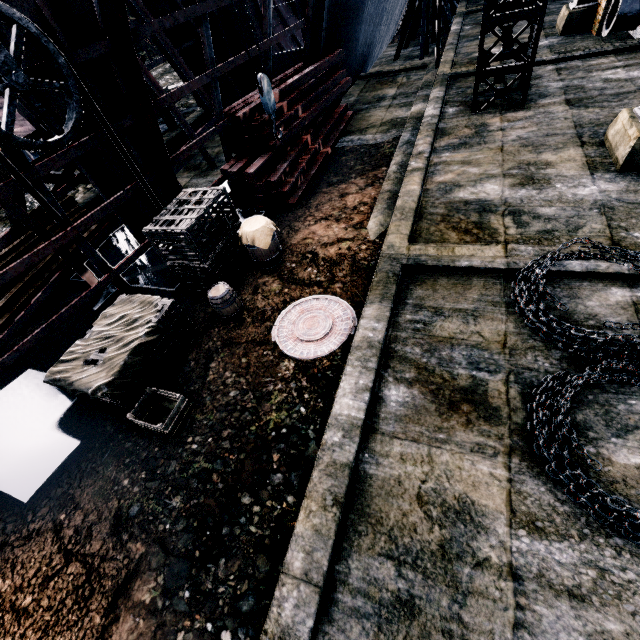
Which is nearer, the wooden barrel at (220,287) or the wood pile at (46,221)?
the wooden barrel at (220,287)

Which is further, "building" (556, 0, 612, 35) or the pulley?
"building" (556, 0, 612, 35)

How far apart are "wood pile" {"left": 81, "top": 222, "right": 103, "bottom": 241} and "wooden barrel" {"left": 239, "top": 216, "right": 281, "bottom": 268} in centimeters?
617cm

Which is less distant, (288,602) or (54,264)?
(288,602)

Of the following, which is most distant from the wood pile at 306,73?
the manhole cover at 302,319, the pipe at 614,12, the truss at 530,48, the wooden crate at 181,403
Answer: the pipe at 614,12

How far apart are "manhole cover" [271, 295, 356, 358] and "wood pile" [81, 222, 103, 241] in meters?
7.3 m

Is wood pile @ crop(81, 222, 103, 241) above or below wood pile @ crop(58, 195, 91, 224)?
below

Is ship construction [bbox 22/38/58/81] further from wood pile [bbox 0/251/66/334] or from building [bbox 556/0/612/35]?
building [bbox 556/0/612/35]
